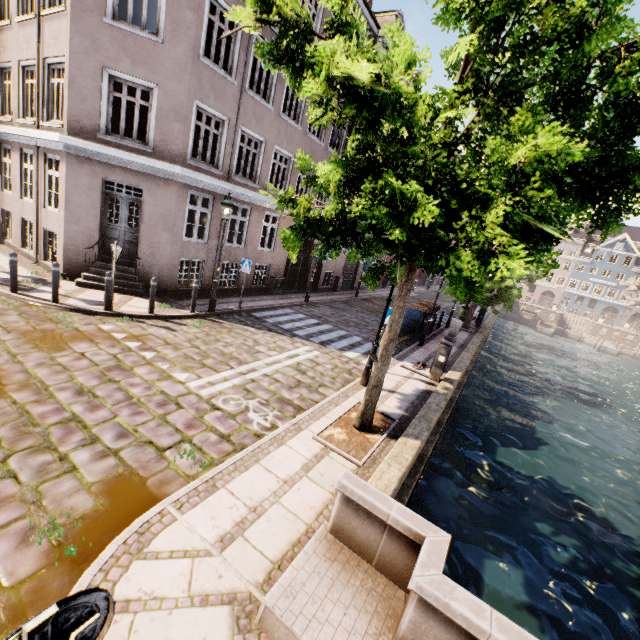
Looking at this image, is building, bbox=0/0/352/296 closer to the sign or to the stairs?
the sign

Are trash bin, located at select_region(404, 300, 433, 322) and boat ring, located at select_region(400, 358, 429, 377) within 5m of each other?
yes

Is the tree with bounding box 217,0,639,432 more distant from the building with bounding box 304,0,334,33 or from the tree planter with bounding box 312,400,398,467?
the building with bounding box 304,0,334,33

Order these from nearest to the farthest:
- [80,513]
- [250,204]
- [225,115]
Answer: [80,513], [225,115], [250,204]

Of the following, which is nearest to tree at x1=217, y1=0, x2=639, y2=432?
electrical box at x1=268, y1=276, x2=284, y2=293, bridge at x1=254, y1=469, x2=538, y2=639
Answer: bridge at x1=254, y1=469, x2=538, y2=639

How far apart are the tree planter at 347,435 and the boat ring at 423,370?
3.5m

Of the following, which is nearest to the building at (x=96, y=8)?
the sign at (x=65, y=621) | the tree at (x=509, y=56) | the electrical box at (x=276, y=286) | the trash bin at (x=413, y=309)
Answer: the electrical box at (x=276, y=286)

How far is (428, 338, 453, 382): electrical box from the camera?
9.6m
